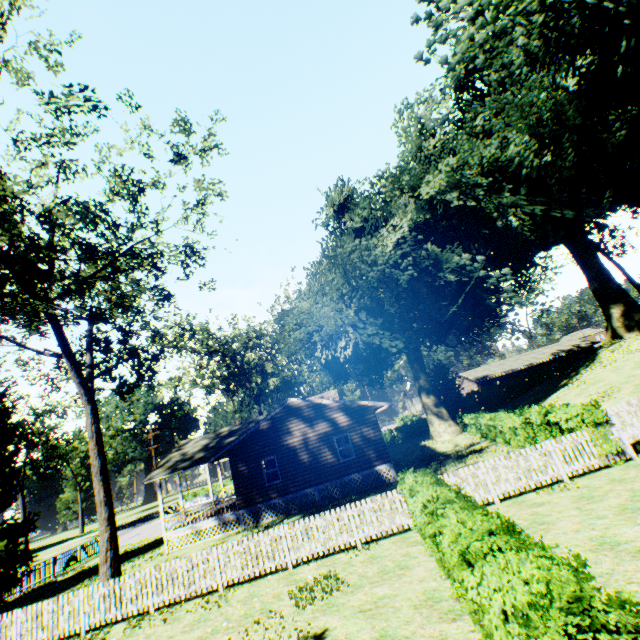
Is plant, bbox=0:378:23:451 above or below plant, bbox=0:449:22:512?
above

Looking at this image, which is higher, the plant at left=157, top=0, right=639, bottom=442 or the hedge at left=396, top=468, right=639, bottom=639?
the plant at left=157, top=0, right=639, bottom=442

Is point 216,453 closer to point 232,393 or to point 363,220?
point 363,220

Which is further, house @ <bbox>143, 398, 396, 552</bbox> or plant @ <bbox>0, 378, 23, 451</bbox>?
plant @ <bbox>0, 378, 23, 451</bbox>

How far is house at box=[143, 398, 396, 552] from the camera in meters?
20.3

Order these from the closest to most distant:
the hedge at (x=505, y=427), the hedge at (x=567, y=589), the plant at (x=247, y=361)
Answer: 1. the hedge at (x=567, y=589)
2. the plant at (x=247, y=361)
3. the hedge at (x=505, y=427)

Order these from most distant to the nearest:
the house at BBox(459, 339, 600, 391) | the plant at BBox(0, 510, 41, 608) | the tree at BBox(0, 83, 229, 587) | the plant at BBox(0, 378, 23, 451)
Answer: the house at BBox(459, 339, 600, 391) → the plant at BBox(0, 378, 23, 451) → the plant at BBox(0, 510, 41, 608) → the tree at BBox(0, 83, 229, 587)

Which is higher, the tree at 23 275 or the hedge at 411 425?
the tree at 23 275
